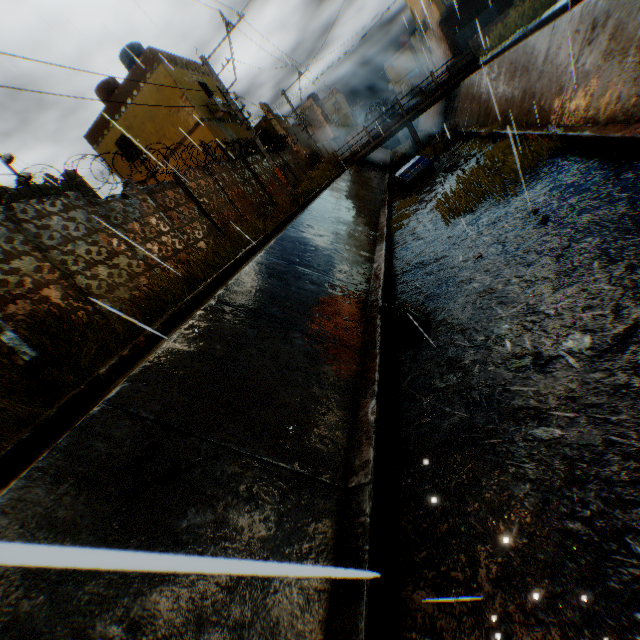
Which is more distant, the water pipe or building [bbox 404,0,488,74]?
the water pipe

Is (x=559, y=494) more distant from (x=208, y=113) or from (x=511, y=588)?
(x=208, y=113)

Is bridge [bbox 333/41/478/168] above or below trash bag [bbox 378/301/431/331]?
above

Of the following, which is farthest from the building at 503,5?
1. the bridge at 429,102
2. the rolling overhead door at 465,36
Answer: the bridge at 429,102

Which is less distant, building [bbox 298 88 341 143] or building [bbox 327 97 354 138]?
building [bbox 298 88 341 143]

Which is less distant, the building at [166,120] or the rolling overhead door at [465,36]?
the building at [166,120]

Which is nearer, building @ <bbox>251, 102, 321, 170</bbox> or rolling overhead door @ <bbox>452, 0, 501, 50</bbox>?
rolling overhead door @ <bbox>452, 0, 501, 50</bbox>

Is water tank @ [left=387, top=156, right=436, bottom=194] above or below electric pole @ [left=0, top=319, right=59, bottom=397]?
below
